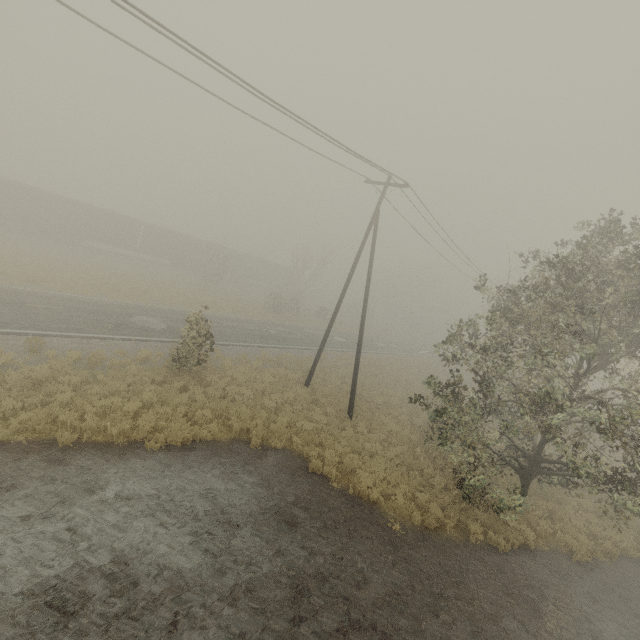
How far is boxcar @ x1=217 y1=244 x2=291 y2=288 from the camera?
50.0 meters

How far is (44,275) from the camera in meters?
22.8 m

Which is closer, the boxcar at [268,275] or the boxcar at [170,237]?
the boxcar at [170,237]

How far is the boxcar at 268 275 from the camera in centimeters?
5005cm

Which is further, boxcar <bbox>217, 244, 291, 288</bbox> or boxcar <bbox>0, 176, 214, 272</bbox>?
boxcar <bbox>217, 244, 291, 288</bbox>
